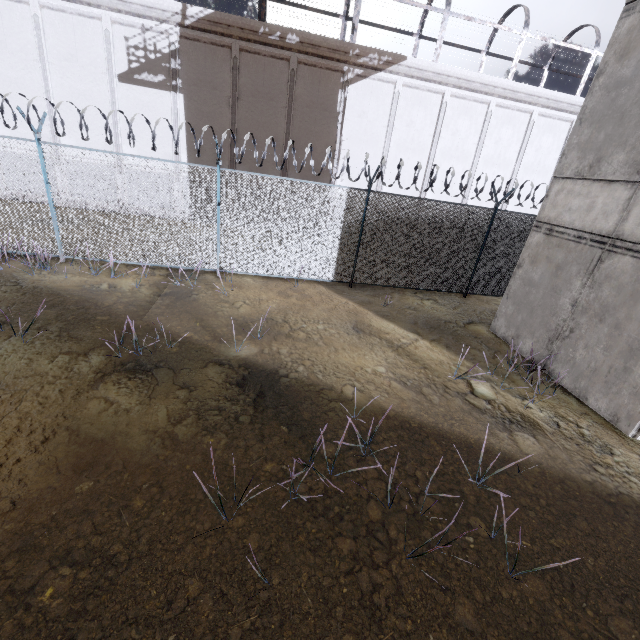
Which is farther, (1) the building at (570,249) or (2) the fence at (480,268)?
(2) the fence at (480,268)

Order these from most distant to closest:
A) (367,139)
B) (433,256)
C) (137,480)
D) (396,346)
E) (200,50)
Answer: (367,139)
(200,50)
(433,256)
(396,346)
(137,480)

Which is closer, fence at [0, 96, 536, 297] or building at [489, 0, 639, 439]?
building at [489, 0, 639, 439]
